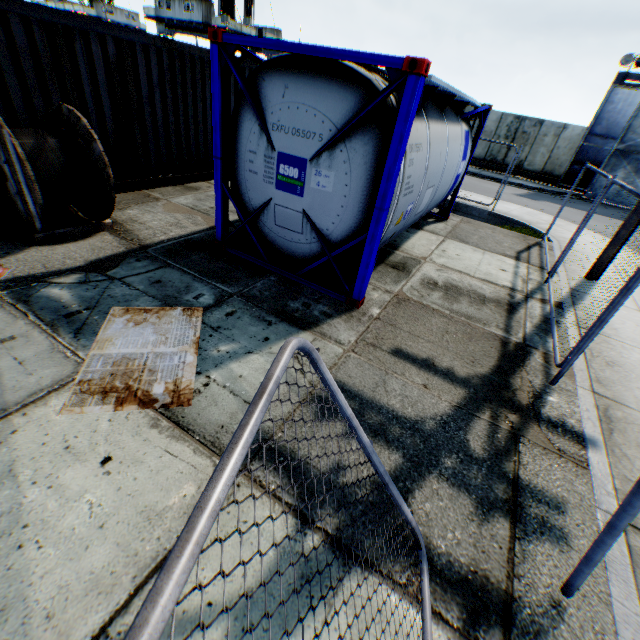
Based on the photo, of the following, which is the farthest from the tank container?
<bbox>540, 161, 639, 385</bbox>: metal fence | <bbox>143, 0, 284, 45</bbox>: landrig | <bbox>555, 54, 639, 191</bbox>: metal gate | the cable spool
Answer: <bbox>143, 0, 284, 45</bbox>: landrig

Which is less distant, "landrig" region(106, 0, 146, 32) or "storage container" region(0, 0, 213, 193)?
"storage container" region(0, 0, 213, 193)

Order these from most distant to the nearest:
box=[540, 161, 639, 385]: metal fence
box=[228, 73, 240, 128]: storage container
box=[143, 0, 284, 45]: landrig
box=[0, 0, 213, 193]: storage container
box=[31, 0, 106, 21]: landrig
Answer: box=[31, 0, 106, 21]: landrig < box=[143, 0, 284, 45]: landrig < box=[228, 73, 240, 128]: storage container < box=[0, 0, 213, 193]: storage container < box=[540, 161, 639, 385]: metal fence

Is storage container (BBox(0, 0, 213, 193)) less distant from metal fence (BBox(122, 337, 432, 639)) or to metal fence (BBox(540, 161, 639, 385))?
metal fence (BBox(122, 337, 432, 639))

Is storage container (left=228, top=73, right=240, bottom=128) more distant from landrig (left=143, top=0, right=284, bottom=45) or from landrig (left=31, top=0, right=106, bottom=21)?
landrig (left=31, top=0, right=106, bottom=21)

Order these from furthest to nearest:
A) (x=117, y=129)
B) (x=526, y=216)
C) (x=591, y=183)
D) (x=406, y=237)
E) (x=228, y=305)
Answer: (x=591, y=183) → (x=526, y=216) → (x=406, y=237) → (x=117, y=129) → (x=228, y=305)

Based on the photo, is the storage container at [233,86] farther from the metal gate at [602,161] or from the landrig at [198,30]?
the landrig at [198,30]

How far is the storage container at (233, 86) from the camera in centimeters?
870cm
